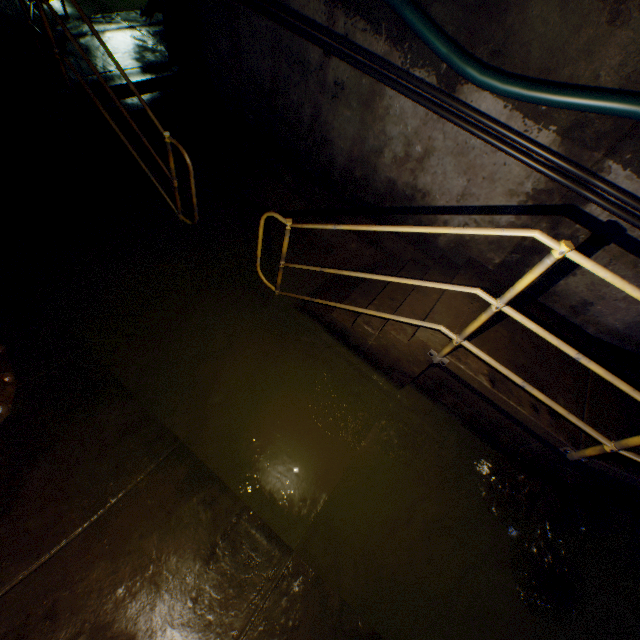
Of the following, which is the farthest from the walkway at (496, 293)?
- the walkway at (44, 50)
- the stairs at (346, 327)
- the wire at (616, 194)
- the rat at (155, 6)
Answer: the rat at (155, 6)

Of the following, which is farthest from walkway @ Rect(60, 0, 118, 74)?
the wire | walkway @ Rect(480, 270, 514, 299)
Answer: walkway @ Rect(480, 270, 514, 299)

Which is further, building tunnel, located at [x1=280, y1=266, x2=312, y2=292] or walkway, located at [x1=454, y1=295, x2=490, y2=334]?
building tunnel, located at [x1=280, y1=266, x2=312, y2=292]

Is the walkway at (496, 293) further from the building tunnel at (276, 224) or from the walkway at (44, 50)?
the walkway at (44, 50)

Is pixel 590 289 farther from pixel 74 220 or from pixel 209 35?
pixel 74 220

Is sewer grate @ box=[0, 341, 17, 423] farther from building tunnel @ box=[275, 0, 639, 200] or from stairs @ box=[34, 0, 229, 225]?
stairs @ box=[34, 0, 229, 225]

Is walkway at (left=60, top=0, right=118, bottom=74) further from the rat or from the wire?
the wire

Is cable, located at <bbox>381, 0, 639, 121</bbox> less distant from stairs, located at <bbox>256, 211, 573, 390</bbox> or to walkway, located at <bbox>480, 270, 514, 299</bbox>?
walkway, located at <bbox>480, 270, 514, 299</bbox>
